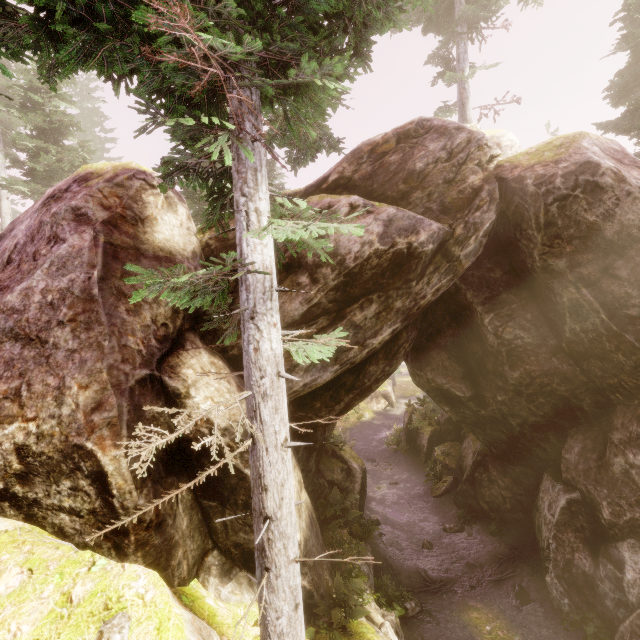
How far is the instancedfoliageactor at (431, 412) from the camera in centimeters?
2350cm

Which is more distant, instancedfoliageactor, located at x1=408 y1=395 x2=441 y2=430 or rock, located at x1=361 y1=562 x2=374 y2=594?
instancedfoliageactor, located at x1=408 y1=395 x2=441 y2=430

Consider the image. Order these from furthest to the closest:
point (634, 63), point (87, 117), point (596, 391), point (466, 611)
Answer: point (87, 117), point (634, 63), point (466, 611), point (596, 391)

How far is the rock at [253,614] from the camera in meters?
6.6 m

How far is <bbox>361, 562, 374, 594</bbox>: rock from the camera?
10.0m

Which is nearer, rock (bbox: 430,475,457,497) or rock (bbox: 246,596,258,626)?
Answer: rock (bbox: 246,596,258,626)
